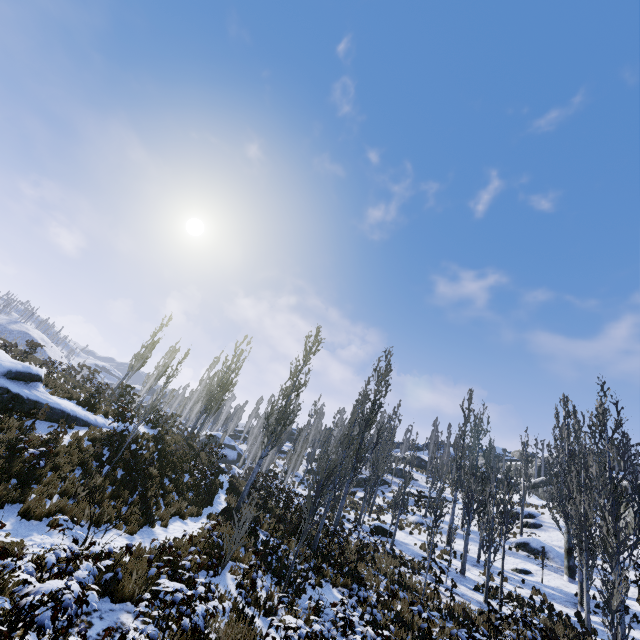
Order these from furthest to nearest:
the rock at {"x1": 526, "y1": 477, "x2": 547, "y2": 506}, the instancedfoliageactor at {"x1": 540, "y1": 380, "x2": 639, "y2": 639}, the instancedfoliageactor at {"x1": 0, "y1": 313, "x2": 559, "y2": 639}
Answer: the rock at {"x1": 526, "y1": 477, "x2": 547, "y2": 506}, the instancedfoliageactor at {"x1": 540, "y1": 380, "x2": 639, "y2": 639}, the instancedfoliageactor at {"x1": 0, "y1": 313, "x2": 559, "y2": 639}

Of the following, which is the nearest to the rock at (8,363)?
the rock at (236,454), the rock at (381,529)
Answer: the rock at (381,529)

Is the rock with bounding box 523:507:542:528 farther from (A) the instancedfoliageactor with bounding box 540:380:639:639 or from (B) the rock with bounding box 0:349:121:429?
(B) the rock with bounding box 0:349:121:429

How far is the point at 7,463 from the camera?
9.2m

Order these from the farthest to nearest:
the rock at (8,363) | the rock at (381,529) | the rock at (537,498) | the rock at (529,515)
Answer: the rock at (537,498) → the rock at (529,515) → the rock at (381,529) → the rock at (8,363)

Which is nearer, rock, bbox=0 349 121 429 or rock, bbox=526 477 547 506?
rock, bbox=0 349 121 429

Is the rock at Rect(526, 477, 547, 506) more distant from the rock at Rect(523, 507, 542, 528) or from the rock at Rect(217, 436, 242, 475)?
the rock at Rect(217, 436, 242, 475)
